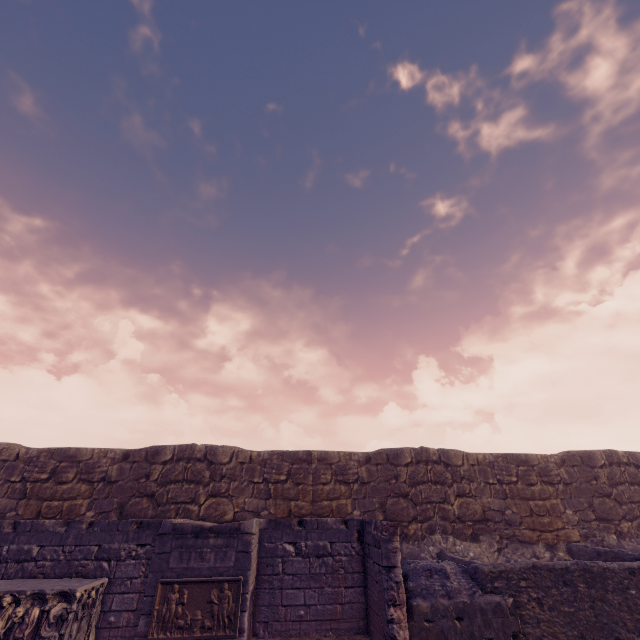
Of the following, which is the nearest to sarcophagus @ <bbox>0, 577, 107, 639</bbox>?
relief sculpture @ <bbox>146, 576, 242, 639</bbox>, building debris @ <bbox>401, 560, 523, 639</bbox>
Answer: relief sculpture @ <bbox>146, 576, 242, 639</bbox>

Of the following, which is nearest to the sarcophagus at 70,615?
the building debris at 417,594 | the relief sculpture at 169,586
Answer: the relief sculpture at 169,586

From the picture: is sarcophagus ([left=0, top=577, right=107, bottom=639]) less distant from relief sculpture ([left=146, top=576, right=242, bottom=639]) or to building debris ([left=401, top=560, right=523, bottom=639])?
relief sculpture ([left=146, top=576, right=242, bottom=639])

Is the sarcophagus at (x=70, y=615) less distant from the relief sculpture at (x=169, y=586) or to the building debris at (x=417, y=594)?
the relief sculpture at (x=169, y=586)

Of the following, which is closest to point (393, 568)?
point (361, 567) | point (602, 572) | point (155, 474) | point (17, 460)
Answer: point (361, 567)
